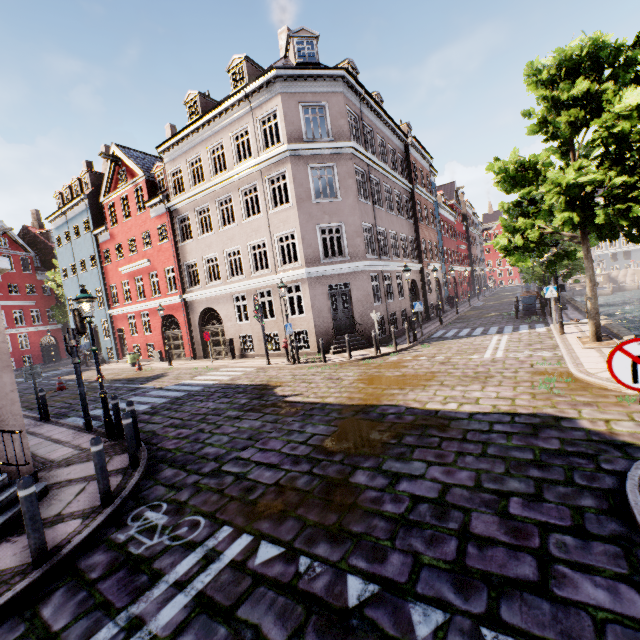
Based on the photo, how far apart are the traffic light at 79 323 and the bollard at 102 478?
5.3m

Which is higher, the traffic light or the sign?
the traffic light

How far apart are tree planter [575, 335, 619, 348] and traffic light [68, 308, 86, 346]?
15.4 meters

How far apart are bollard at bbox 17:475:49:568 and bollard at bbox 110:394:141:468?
3.26m

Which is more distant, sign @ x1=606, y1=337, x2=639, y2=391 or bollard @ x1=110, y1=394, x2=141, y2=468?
bollard @ x1=110, y1=394, x2=141, y2=468

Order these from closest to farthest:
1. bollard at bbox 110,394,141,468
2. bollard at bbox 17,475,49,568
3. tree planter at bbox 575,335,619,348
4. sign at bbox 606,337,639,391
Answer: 1. sign at bbox 606,337,639,391
2. bollard at bbox 17,475,49,568
3. bollard at bbox 110,394,141,468
4. tree planter at bbox 575,335,619,348

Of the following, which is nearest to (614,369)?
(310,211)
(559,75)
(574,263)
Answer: (559,75)

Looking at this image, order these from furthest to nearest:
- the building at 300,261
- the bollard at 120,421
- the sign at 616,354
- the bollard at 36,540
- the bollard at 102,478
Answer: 1. the building at 300,261
2. the bollard at 120,421
3. the bollard at 102,478
4. the bollard at 36,540
5. the sign at 616,354
